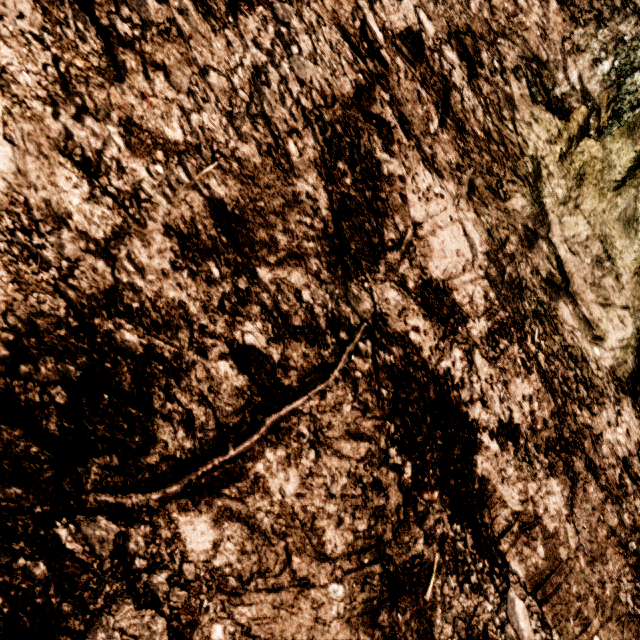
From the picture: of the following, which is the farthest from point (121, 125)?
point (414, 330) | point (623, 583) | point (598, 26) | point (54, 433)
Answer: point (598, 26)
